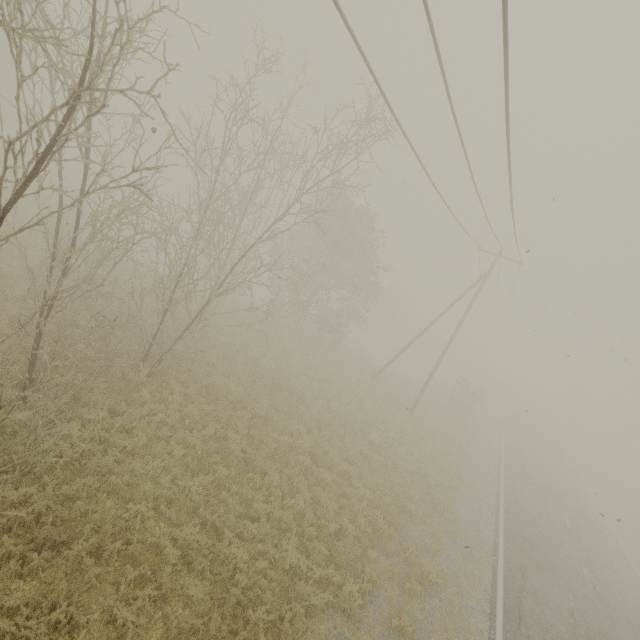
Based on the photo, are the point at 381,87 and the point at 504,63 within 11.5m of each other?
yes
